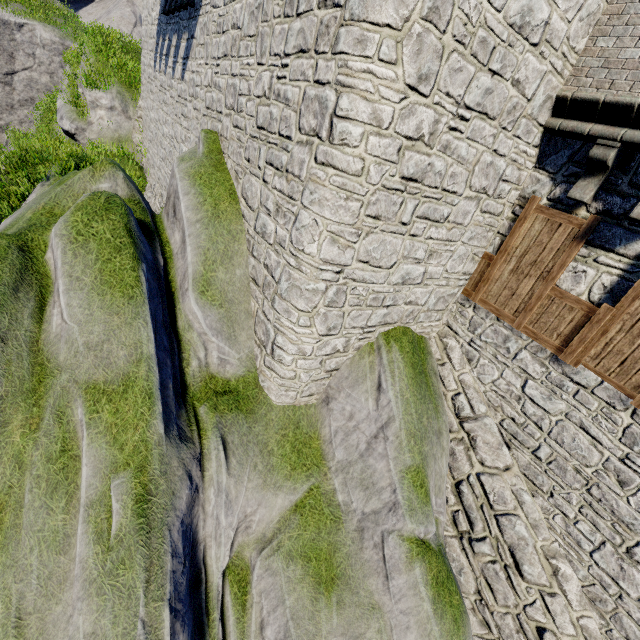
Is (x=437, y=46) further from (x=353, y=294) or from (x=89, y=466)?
(x=89, y=466)
